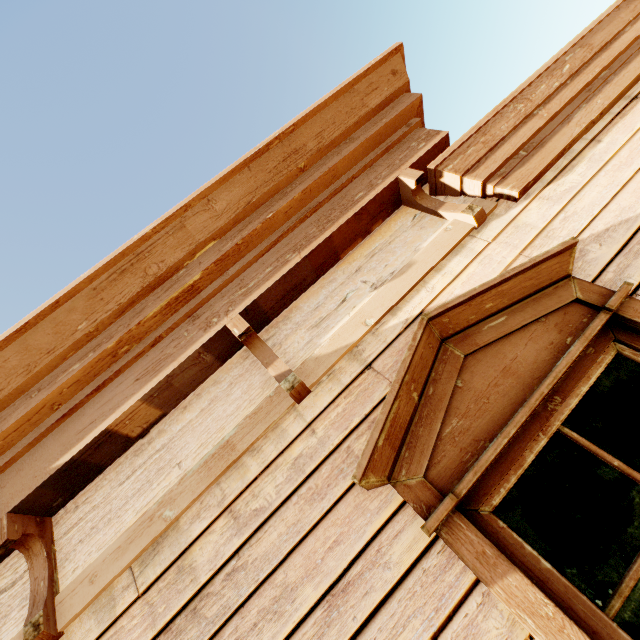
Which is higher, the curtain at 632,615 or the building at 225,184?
the building at 225,184

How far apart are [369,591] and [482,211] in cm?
186

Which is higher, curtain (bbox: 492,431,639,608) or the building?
the building

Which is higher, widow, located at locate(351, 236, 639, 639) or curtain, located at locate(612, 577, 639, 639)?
widow, located at locate(351, 236, 639, 639)

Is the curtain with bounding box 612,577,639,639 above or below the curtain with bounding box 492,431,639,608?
below

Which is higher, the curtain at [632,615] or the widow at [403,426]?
the widow at [403,426]
